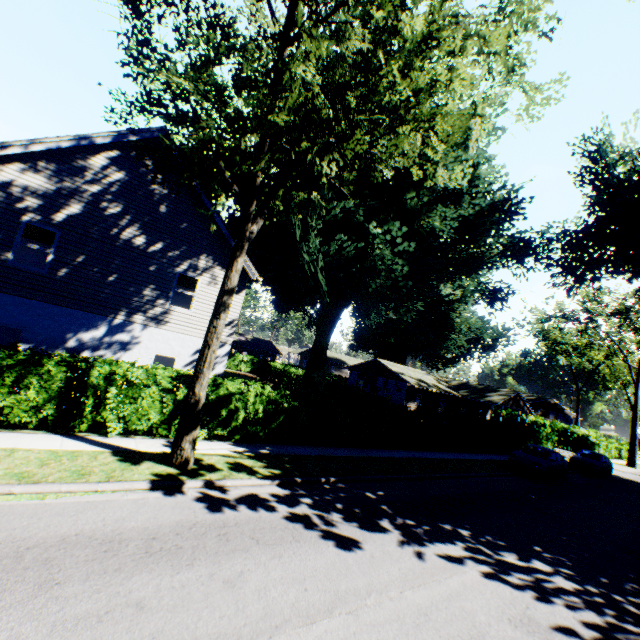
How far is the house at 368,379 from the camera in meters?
38.2

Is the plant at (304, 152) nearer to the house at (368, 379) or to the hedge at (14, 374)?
the house at (368, 379)

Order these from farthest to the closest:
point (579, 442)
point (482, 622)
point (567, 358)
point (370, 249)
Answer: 1. point (567, 358)
2. point (579, 442)
3. point (370, 249)
4. point (482, 622)

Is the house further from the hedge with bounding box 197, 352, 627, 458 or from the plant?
the hedge with bounding box 197, 352, 627, 458

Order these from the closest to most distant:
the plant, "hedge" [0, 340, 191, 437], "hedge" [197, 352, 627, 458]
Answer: the plant → "hedge" [0, 340, 191, 437] → "hedge" [197, 352, 627, 458]

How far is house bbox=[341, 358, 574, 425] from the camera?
38.2 meters

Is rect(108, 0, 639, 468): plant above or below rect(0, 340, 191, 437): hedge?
above
